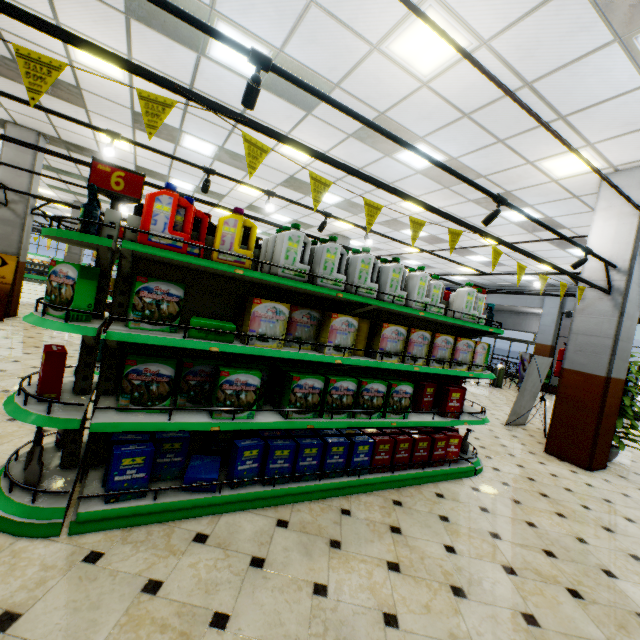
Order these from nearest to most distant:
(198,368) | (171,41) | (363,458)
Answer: (198,368), (363,458), (171,41)

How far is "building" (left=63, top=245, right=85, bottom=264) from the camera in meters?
16.4 m

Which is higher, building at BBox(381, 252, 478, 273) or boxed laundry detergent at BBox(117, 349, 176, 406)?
building at BBox(381, 252, 478, 273)

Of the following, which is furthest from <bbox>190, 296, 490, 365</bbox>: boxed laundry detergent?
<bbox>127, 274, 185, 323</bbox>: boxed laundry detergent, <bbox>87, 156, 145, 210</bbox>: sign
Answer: <bbox>87, 156, 145, 210</bbox>: sign

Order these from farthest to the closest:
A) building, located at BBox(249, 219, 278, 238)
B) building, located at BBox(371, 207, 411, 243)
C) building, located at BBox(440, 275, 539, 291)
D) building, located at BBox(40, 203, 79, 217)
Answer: building, located at BBox(40, 203, 79, 217) → building, located at BBox(440, 275, 539, 291) → building, located at BBox(249, 219, 278, 238) → building, located at BBox(371, 207, 411, 243)

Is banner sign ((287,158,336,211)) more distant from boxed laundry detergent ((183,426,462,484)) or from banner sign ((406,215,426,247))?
boxed laundry detergent ((183,426,462,484))

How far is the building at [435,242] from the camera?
10.09m

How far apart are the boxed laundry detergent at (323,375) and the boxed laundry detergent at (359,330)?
0.2m
